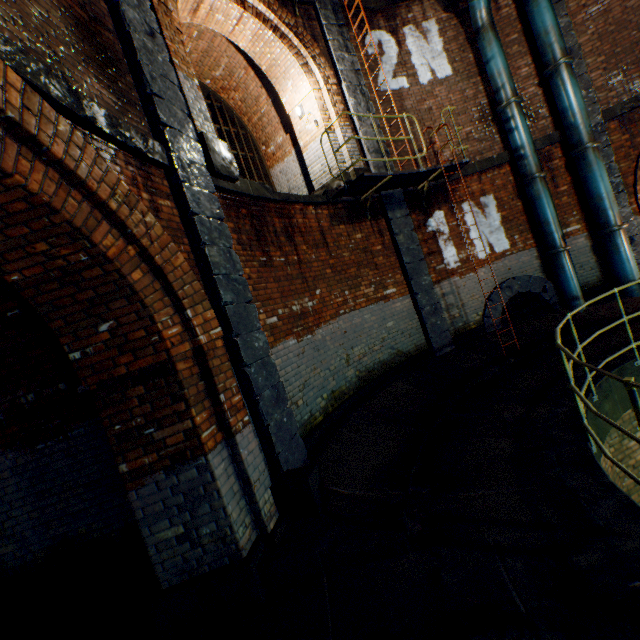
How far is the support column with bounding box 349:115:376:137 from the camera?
7.8m

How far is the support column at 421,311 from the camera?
7.9 meters

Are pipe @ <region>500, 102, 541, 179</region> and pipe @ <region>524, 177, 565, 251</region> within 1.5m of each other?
yes

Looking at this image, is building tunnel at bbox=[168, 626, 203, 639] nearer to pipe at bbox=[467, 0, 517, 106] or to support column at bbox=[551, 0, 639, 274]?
pipe at bbox=[467, 0, 517, 106]

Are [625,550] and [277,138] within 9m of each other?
no

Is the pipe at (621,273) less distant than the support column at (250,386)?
No

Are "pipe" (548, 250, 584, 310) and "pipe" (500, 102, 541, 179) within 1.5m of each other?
no

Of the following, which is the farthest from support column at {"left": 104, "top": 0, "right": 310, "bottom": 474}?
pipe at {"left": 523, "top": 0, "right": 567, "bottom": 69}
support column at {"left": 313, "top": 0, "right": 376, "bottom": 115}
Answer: pipe at {"left": 523, "top": 0, "right": 567, "bottom": 69}
